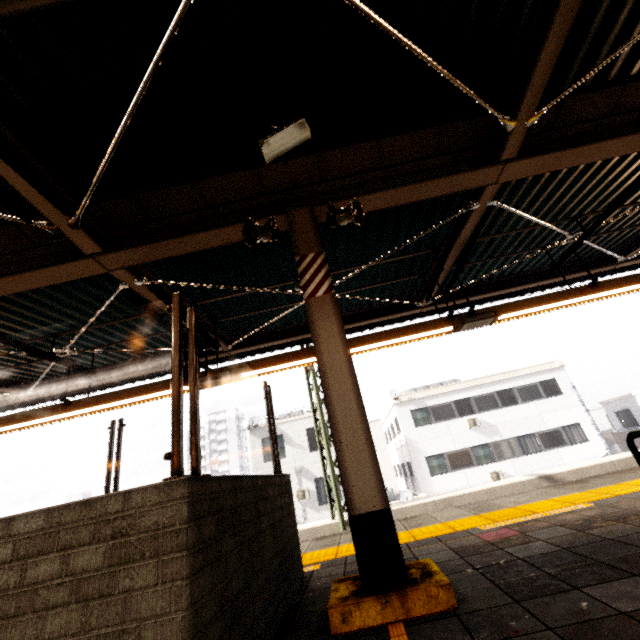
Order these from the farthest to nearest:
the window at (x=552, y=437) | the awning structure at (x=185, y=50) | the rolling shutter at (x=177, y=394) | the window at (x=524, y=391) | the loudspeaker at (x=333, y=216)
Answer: the window at (x=524, y=391)
the window at (x=552, y=437)
the loudspeaker at (x=333, y=216)
the awning structure at (x=185, y=50)
the rolling shutter at (x=177, y=394)

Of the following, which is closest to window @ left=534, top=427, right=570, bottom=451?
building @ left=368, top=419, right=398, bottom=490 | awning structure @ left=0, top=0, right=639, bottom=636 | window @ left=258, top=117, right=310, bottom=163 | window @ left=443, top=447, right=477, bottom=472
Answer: window @ left=443, top=447, right=477, bottom=472

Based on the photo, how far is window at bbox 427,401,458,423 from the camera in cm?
2147

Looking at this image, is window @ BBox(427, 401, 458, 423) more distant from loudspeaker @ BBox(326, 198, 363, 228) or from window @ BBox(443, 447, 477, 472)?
loudspeaker @ BBox(326, 198, 363, 228)

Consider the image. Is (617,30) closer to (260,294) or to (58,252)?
(260,294)

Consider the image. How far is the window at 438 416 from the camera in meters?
21.5

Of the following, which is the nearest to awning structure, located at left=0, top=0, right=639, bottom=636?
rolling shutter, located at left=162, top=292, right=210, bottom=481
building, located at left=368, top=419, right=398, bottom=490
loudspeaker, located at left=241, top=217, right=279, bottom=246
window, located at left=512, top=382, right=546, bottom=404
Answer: loudspeaker, located at left=241, top=217, right=279, bottom=246

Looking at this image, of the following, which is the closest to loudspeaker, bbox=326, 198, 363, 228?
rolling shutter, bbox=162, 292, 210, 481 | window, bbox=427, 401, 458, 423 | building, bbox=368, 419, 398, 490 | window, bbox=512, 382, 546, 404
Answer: rolling shutter, bbox=162, 292, 210, 481
